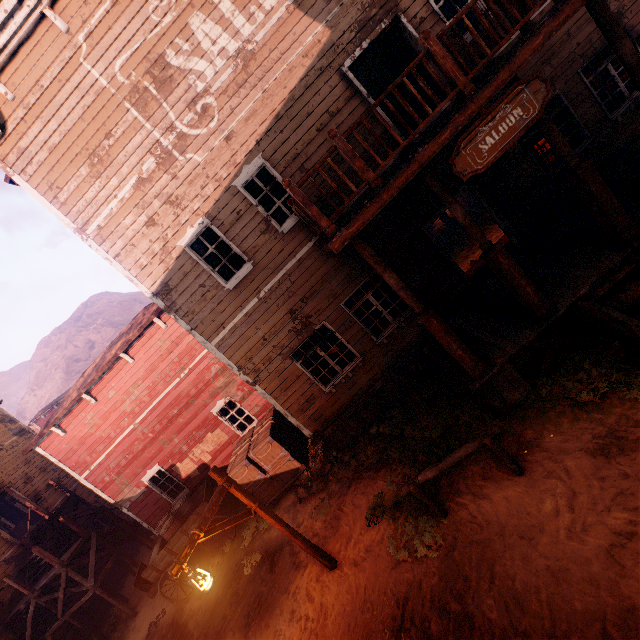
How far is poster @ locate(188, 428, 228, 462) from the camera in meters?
12.2 m

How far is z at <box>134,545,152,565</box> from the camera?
15.5m

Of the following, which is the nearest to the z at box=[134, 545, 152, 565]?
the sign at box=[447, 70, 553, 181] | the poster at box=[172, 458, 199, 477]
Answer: the poster at box=[172, 458, 199, 477]

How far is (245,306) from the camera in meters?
8.4 m

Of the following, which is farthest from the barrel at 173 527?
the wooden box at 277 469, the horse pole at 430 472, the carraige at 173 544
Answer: the horse pole at 430 472

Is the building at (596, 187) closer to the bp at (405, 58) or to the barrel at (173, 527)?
the bp at (405, 58)

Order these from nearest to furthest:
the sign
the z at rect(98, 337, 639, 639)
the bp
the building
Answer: the z at rect(98, 337, 639, 639) → the sign → the building → the bp

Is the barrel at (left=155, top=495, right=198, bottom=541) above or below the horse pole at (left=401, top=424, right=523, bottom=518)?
above
